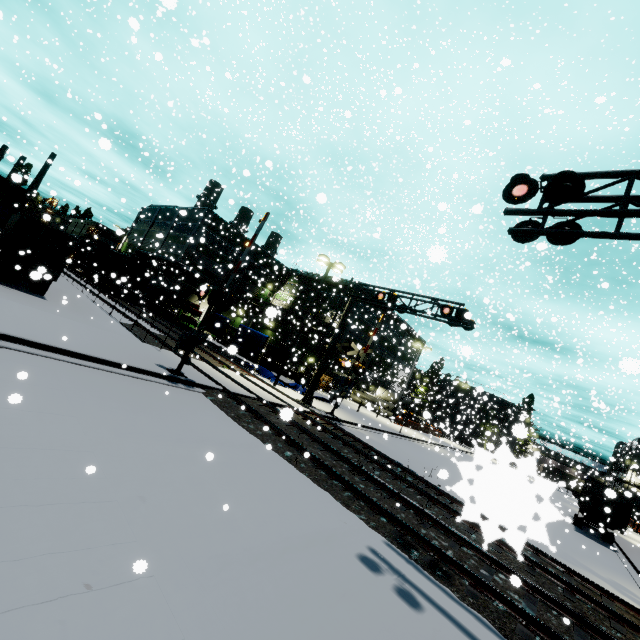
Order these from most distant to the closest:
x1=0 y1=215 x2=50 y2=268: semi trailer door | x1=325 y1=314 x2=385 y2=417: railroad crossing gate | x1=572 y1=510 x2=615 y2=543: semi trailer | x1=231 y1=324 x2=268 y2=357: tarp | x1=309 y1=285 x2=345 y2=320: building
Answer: x1=309 y1=285 x2=345 y2=320: building → x1=231 y1=324 x2=268 y2=357: tarp → x1=572 y1=510 x2=615 y2=543: semi trailer → x1=325 y1=314 x2=385 y2=417: railroad crossing gate → x1=0 y1=215 x2=50 y2=268: semi trailer door

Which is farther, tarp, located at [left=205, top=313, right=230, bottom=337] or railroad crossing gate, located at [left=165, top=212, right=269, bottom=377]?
tarp, located at [left=205, top=313, right=230, bottom=337]

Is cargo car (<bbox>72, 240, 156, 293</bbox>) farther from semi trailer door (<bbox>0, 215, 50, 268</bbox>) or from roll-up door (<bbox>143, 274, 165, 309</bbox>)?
semi trailer door (<bbox>0, 215, 50, 268</bbox>)

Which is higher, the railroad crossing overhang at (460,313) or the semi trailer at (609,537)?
the railroad crossing overhang at (460,313)

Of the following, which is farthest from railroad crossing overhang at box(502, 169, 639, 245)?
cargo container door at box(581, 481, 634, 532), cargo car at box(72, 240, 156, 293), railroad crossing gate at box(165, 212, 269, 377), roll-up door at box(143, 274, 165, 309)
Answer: roll-up door at box(143, 274, 165, 309)

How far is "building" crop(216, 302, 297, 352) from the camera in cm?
3536

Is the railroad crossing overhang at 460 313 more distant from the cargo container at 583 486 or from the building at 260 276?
the building at 260 276

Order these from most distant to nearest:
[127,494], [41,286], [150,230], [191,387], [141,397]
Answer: [150,230] < [41,286] < [191,387] < [141,397] < [127,494]
